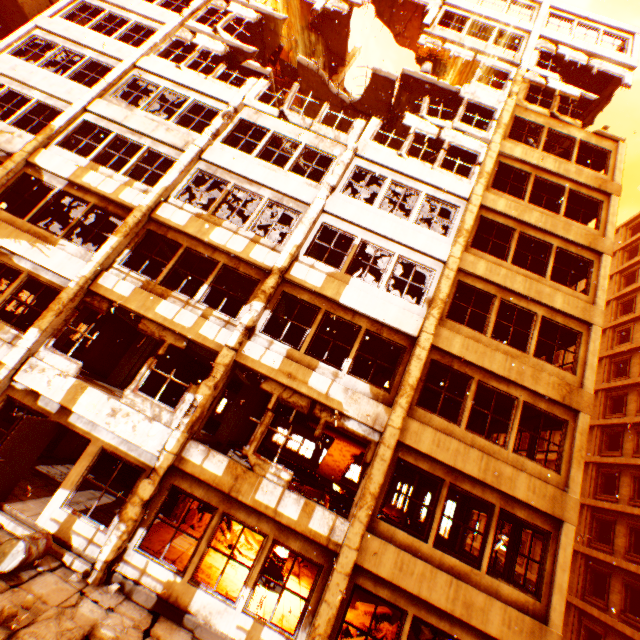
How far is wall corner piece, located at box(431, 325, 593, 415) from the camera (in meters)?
9.36

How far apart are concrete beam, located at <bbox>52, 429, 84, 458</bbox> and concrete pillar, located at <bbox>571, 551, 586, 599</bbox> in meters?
30.1 m

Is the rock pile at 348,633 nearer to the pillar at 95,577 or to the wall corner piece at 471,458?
the pillar at 95,577

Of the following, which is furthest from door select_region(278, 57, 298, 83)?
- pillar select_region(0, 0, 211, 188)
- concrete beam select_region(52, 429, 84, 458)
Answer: concrete beam select_region(52, 429, 84, 458)

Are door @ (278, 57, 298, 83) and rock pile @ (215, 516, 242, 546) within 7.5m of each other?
no

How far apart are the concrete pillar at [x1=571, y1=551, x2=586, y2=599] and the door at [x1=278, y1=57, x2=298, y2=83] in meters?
34.3 m

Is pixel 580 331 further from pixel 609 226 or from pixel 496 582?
pixel 496 582

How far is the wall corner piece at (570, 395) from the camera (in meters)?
9.36
